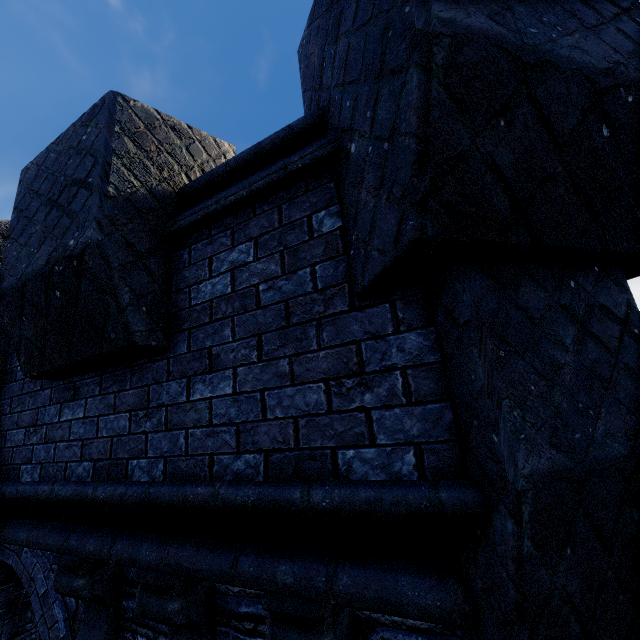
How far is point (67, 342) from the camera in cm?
215
